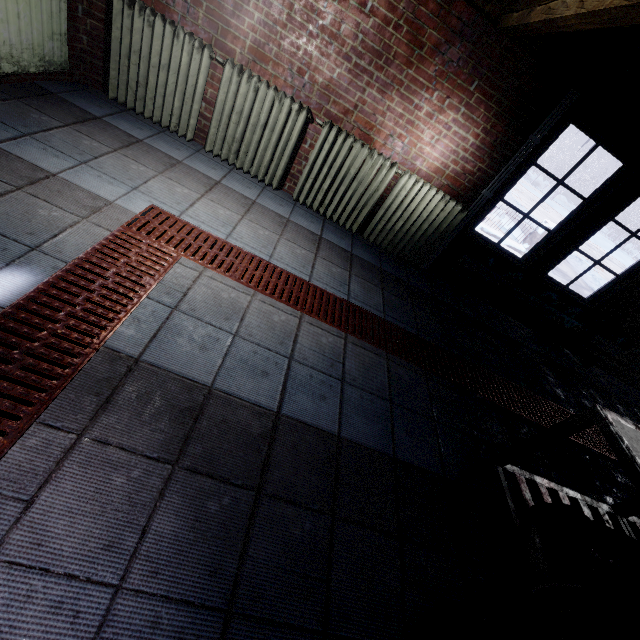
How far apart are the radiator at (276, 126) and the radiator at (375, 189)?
0.1m

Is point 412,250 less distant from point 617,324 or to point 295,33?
point 295,33

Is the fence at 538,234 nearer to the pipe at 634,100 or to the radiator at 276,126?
the radiator at 276,126

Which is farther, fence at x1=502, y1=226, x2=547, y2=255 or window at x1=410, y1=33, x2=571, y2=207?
fence at x1=502, y1=226, x2=547, y2=255

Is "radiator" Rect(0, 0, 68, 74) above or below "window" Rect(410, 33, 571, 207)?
below

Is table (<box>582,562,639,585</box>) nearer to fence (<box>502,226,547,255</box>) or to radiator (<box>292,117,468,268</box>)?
radiator (<box>292,117,468,268</box>)

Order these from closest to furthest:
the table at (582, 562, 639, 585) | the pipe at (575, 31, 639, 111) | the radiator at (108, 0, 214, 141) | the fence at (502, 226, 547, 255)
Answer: the table at (582, 562, 639, 585), the pipe at (575, 31, 639, 111), the radiator at (108, 0, 214, 141), the fence at (502, 226, 547, 255)

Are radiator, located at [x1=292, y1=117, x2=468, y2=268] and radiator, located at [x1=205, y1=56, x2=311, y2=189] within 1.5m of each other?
yes
